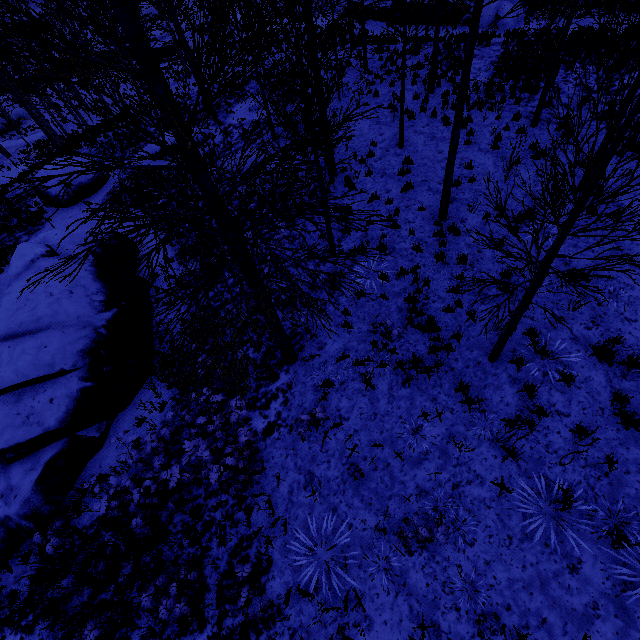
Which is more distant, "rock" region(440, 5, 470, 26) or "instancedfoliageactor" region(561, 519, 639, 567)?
"rock" region(440, 5, 470, 26)

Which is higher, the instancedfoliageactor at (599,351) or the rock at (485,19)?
the instancedfoliageactor at (599,351)

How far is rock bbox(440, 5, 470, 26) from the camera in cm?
2058

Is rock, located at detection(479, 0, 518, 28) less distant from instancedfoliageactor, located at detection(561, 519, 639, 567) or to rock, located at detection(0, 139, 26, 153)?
instancedfoliageactor, located at detection(561, 519, 639, 567)

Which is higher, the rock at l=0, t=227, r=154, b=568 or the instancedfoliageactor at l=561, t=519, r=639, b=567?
the instancedfoliageactor at l=561, t=519, r=639, b=567

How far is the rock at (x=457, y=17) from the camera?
20.58m

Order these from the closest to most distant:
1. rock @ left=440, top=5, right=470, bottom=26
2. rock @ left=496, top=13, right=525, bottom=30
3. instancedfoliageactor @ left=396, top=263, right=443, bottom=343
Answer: instancedfoliageactor @ left=396, top=263, right=443, bottom=343 → rock @ left=496, top=13, right=525, bottom=30 → rock @ left=440, top=5, right=470, bottom=26

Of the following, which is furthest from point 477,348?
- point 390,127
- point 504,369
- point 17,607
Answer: point 390,127
